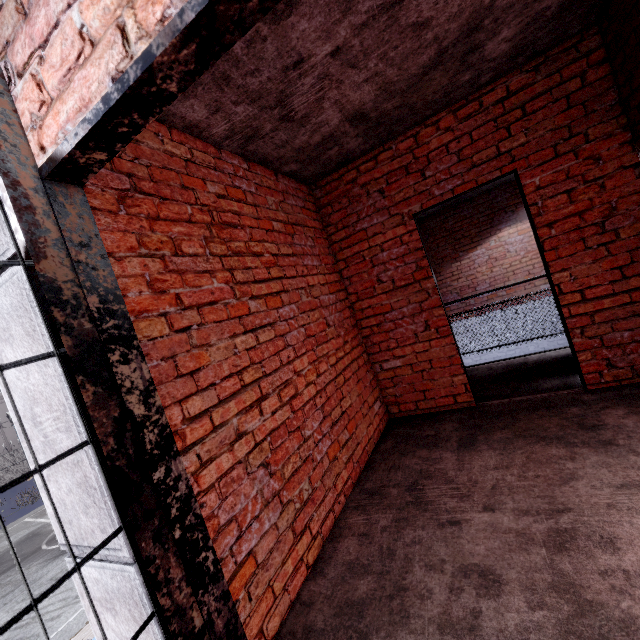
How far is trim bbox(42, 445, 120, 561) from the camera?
1.0 meters

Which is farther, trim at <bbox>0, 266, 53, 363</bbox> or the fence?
the fence

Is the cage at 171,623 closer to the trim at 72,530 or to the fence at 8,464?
the trim at 72,530

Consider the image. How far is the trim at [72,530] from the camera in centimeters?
100cm

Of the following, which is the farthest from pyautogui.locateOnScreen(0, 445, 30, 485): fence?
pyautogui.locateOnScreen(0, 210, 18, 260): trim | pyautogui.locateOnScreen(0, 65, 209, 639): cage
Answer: pyautogui.locateOnScreen(0, 65, 209, 639): cage

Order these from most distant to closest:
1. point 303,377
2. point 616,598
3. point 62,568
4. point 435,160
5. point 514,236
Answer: point 62,568
point 514,236
point 435,160
point 303,377
point 616,598

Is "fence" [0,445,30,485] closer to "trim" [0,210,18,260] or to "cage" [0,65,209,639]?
"trim" [0,210,18,260]
